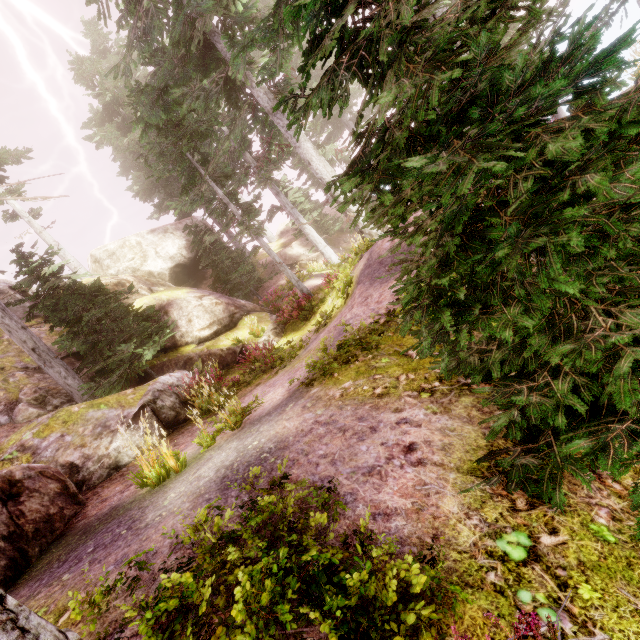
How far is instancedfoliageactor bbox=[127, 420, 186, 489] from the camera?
4.70m

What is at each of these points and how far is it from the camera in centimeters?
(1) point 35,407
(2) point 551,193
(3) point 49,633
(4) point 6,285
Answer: (1) instancedfoliageactor, 1080cm
(2) instancedfoliageactor, 226cm
(3) instancedfoliageactor, 120cm
(4) rock, 1673cm

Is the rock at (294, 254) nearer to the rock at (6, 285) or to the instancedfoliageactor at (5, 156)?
the instancedfoliageactor at (5, 156)

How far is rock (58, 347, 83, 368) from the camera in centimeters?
1339cm

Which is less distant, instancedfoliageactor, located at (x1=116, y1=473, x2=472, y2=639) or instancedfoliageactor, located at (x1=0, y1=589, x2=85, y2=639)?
instancedfoliageactor, located at (x1=0, y1=589, x2=85, y2=639)

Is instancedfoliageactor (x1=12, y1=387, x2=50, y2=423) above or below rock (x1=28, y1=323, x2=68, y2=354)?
below

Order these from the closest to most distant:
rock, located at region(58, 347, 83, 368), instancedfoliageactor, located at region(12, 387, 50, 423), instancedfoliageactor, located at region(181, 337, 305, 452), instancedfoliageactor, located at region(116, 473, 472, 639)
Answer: instancedfoliageactor, located at region(116, 473, 472, 639)
instancedfoliageactor, located at region(181, 337, 305, 452)
instancedfoliageactor, located at region(12, 387, 50, 423)
rock, located at region(58, 347, 83, 368)
